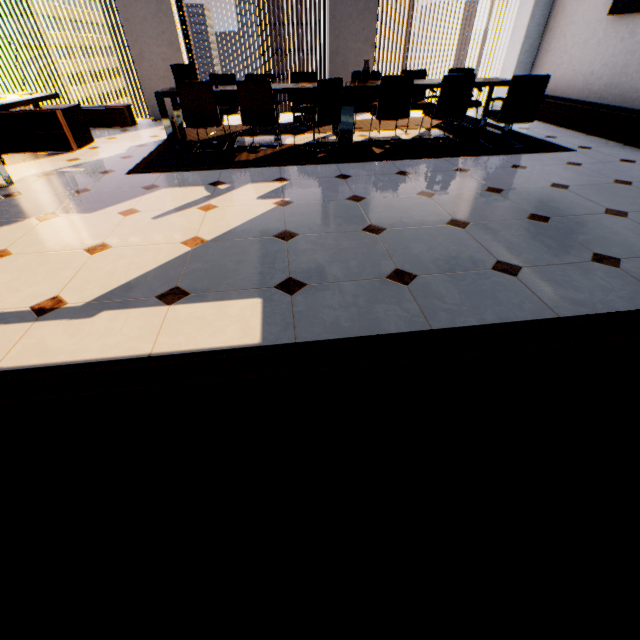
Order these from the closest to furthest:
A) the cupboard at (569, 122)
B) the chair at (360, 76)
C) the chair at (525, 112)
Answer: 1. the chair at (525, 112)
2. the cupboard at (569, 122)
3. the chair at (360, 76)

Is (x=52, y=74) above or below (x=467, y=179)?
below

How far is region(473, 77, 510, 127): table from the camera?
5.0m

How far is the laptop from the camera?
4.6m

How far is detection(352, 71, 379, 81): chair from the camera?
5.6m

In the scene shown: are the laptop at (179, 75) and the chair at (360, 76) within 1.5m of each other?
no

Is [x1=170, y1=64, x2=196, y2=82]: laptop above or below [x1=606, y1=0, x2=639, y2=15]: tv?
below
